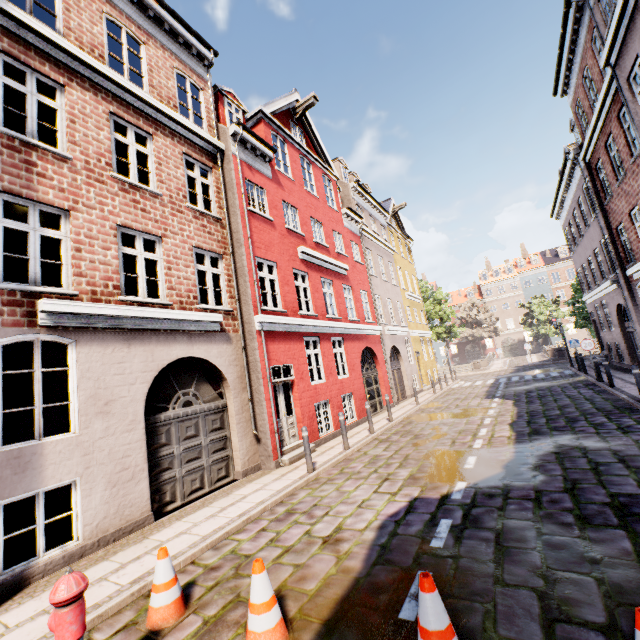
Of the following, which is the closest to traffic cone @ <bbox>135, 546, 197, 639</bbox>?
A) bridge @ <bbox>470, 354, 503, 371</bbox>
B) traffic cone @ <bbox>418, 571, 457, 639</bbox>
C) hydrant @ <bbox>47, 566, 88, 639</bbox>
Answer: hydrant @ <bbox>47, 566, 88, 639</bbox>

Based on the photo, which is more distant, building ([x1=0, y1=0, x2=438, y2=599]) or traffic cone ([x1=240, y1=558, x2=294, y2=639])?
building ([x1=0, y1=0, x2=438, y2=599])

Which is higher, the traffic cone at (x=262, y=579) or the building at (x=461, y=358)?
the building at (x=461, y=358)

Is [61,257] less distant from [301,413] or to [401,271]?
[301,413]

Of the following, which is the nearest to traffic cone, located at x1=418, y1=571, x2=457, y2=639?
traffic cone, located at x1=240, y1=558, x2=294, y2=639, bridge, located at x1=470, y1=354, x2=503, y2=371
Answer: traffic cone, located at x1=240, y1=558, x2=294, y2=639

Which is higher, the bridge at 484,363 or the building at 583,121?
the building at 583,121

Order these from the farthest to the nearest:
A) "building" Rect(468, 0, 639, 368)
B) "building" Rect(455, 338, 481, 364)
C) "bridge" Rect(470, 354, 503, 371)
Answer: "building" Rect(455, 338, 481, 364)
"bridge" Rect(470, 354, 503, 371)
"building" Rect(468, 0, 639, 368)

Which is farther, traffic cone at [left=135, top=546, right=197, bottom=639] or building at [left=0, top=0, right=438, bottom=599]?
building at [left=0, top=0, right=438, bottom=599]
